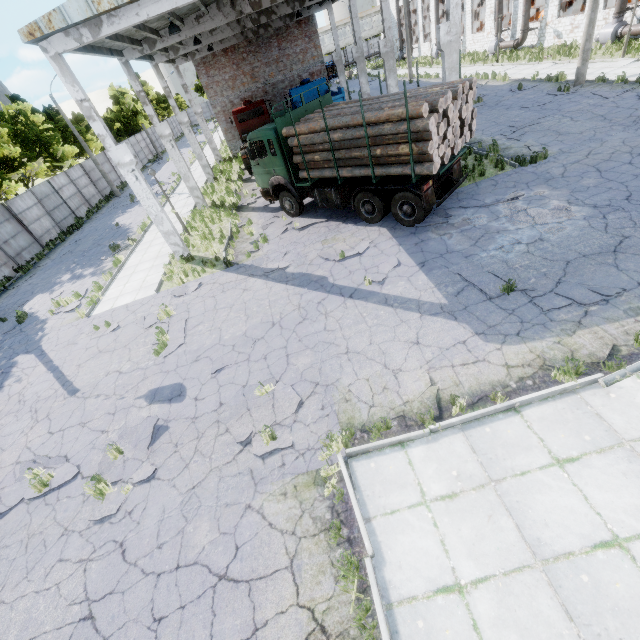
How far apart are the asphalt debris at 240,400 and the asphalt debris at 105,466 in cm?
144

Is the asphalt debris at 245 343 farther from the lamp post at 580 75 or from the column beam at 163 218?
the lamp post at 580 75

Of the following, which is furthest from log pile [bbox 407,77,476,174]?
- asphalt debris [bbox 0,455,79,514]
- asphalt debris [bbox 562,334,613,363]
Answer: asphalt debris [bbox 0,455,79,514]

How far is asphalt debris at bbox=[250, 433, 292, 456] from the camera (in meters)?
6.07

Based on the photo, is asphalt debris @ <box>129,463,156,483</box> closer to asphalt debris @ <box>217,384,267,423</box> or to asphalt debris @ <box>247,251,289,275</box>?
asphalt debris @ <box>217,384,267,423</box>

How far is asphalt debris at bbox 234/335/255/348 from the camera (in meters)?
8.72

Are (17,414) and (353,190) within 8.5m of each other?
no

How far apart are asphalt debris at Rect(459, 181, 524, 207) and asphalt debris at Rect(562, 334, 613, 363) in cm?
614
